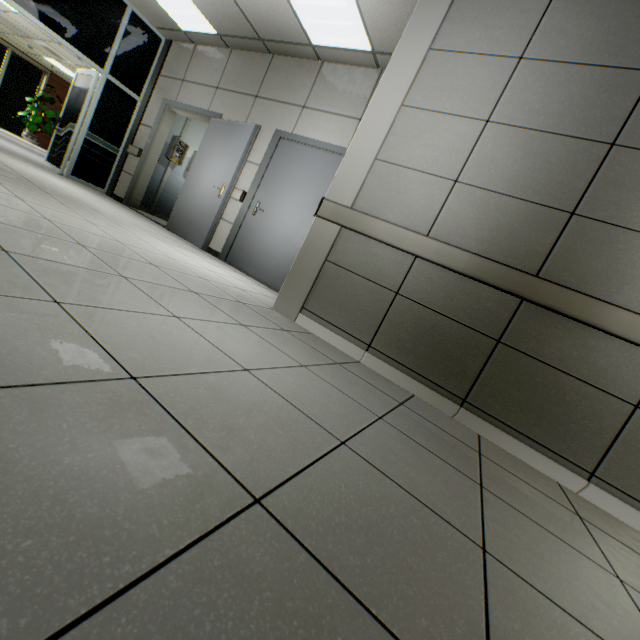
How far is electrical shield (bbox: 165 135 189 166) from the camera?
7.1m

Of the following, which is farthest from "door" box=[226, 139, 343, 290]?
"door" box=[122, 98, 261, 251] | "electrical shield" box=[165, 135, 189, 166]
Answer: "electrical shield" box=[165, 135, 189, 166]

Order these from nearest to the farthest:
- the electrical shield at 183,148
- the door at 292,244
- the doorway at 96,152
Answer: the door at 292,244, the doorway at 96,152, the electrical shield at 183,148

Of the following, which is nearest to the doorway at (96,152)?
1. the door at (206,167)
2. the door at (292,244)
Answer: the door at (206,167)

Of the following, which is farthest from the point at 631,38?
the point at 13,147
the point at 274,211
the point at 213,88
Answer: the point at 13,147

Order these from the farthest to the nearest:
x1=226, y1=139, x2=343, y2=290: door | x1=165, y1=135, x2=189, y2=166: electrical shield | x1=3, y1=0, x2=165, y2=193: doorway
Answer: x1=165, y1=135, x2=189, y2=166: electrical shield, x1=3, y1=0, x2=165, y2=193: doorway, x1=226, y1=139, x2=343, y2=290: door

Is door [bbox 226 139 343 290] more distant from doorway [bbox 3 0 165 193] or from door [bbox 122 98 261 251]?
doorway [bbox 3 0 165 193]
